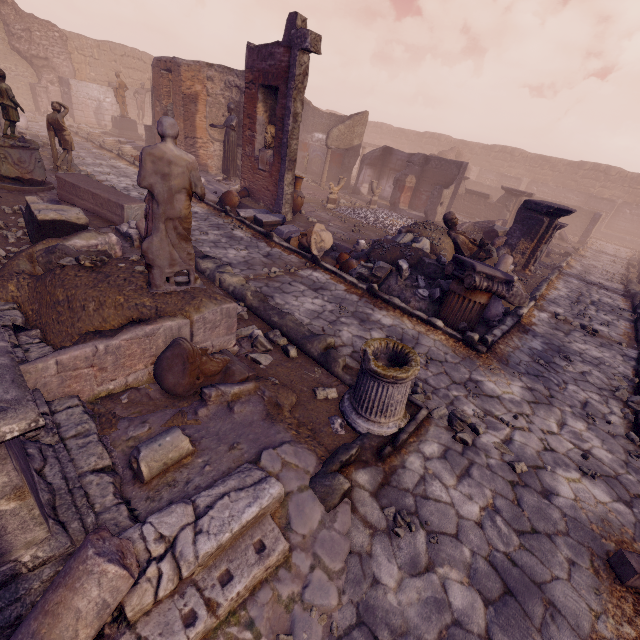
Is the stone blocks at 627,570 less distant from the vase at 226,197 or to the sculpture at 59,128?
the vase at 226,197

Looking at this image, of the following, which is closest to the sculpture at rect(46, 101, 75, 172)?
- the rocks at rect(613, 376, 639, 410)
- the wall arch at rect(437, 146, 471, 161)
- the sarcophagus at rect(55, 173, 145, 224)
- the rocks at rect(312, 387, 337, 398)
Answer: the sarcophagus at rect(55, 173, 145, 224)

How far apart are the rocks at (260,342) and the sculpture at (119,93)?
21.59m

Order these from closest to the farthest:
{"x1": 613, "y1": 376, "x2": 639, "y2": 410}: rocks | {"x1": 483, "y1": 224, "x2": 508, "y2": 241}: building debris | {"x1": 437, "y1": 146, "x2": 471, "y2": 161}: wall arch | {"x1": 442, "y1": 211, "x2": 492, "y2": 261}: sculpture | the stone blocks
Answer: the stone blocks < {"x1": 613, "y1": 376, "x2": 639, "y2": 410}: rocks < {"x1": 442, "y1": 211, "x2": 492, "y2": 261}: sculpture < {"x1": 483, "y1": 224, "x2": 508, "y2": 241}: building debris < {"x1": 437, "y1": 146, "x2": 471, "y2": 161}: wall arch

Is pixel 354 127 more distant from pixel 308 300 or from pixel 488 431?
pixel 488 431

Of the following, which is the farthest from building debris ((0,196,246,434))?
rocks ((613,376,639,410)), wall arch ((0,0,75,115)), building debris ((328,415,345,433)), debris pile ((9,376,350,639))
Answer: wall arch ((0,0,75,115))

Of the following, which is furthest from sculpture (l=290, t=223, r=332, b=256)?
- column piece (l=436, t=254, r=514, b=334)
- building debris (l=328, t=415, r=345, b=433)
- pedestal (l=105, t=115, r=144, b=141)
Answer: pedestal (l=105, t=115, r=144, b=141)

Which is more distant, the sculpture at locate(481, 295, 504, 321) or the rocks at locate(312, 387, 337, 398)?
the sculpture at locate(481, 295, 504, 321)
